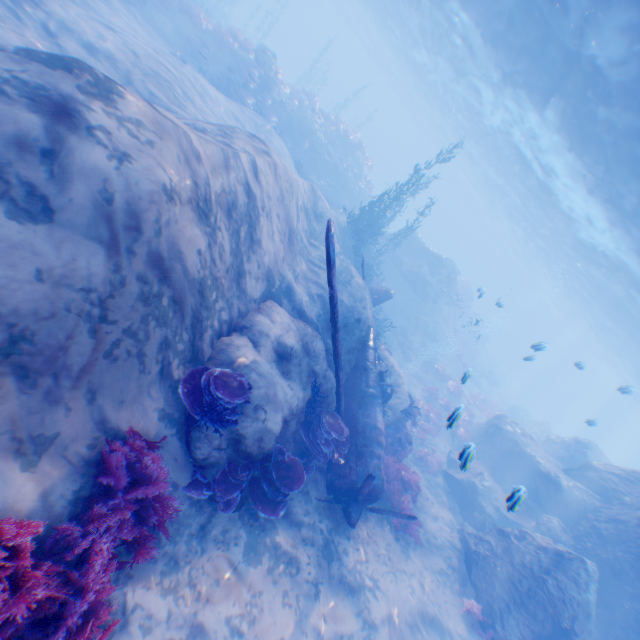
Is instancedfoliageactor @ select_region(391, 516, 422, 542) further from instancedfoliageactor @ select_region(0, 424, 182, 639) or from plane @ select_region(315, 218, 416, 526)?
instancedfoliageactor @ select_region(0, 424, 182, 639)

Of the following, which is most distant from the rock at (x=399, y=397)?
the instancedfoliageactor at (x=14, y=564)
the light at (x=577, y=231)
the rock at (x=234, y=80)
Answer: the rock at (x=234, y=80)

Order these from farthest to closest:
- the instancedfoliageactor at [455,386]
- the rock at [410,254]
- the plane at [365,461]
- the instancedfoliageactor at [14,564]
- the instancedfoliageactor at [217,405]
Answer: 1. the rock at [410,254]
2. the instancedfoliageactor at [455,386]
3. the plane at [365,461]
4. the instancedfoliageactor at [217,405]
5. the instancedfoliageactor at [14,564]

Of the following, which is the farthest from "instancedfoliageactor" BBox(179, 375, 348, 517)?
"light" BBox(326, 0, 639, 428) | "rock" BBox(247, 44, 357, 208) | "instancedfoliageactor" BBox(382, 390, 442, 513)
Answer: "rock" BBox(247, 44, 357, 208)

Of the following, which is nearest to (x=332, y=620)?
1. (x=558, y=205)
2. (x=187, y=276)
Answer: (x=187, y=276)

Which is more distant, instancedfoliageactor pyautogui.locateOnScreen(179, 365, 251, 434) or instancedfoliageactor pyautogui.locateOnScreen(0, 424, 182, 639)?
instancedfoliageactor pyautogui.locateOnScreen(179, 365, 251, 434)

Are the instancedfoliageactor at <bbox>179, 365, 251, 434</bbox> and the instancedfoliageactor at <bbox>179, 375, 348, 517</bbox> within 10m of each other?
yes

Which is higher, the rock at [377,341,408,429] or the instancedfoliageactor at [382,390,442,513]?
the rock at [377,341,408,429]
